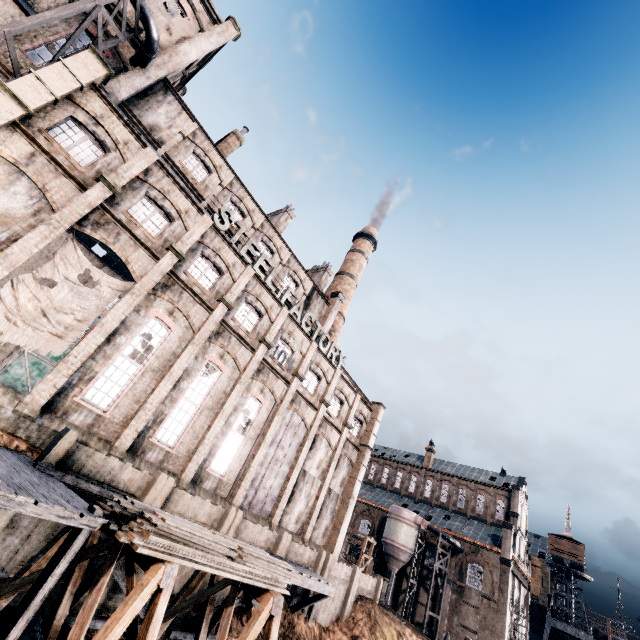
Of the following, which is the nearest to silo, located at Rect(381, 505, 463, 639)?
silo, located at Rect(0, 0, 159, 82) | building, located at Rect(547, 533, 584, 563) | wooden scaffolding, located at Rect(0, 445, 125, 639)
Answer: building, located at Rect(547, 533, 584, 563)

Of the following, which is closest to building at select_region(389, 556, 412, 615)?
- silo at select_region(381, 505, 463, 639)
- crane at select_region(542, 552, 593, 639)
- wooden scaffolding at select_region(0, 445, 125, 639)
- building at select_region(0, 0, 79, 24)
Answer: silo at select_region(381, 505, 463, 639)

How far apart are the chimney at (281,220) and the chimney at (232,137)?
7.49m

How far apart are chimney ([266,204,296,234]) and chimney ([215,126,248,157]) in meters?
7.5 m

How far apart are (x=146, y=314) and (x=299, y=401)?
14.2 meters

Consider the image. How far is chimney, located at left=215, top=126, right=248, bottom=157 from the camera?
31.2m

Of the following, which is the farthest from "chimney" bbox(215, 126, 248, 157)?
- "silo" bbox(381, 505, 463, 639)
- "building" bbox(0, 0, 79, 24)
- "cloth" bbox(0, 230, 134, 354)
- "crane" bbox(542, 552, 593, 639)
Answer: "crane" bbox(542, 552, 593, 639)

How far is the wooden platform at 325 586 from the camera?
17.77m
